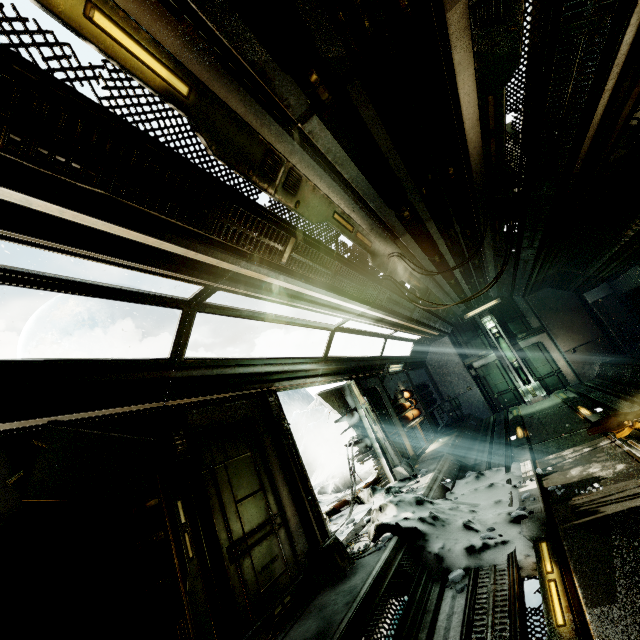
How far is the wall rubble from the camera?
7.52m

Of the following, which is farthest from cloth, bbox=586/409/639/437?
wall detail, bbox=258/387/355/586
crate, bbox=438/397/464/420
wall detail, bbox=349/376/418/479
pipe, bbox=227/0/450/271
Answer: crate, bbox=438/397/464/420

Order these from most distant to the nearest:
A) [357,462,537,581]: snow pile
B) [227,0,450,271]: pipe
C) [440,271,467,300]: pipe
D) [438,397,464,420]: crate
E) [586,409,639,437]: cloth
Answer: [438,397,464,420]: crate, [440,271,467,300]: pipe, [586,409,639,437]: cloth, [357,462,537,581]: snow pile, [227,0,450,271]: pipe

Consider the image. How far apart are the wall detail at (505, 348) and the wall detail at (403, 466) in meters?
8.0

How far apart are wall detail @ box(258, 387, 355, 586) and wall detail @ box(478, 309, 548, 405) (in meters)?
11.74

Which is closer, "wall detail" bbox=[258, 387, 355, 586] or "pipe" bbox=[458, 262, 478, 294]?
"wall detail" bbox=[258, 387, 355, 586]

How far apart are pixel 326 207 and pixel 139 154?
2.3 meters

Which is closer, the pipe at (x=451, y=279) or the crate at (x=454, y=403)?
the pipe at (x=451, y=279)
